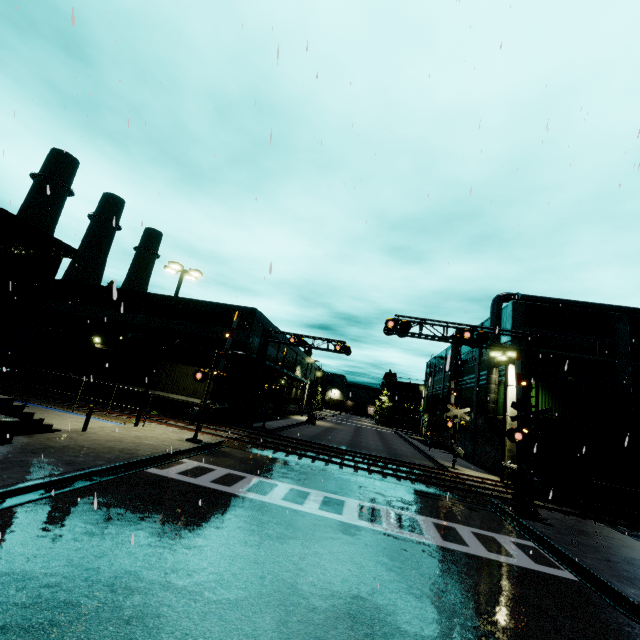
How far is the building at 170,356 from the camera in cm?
3098

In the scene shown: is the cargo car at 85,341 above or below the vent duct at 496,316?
below

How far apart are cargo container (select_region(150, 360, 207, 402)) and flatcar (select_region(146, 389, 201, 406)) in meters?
0.0

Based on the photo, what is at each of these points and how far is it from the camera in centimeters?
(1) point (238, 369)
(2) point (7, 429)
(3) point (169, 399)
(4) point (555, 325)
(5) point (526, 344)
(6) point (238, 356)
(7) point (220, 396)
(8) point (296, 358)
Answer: (1) building, 3019cm
(2) concrete block, 1102cm
(3) flatcar, 2548cm
(4) building, 2761cm
(5) railroad crossing overhang, 1738cm
(6) pipe, 2930cm
(7) cargo container door, 2639cm
(8) building, 5222cm

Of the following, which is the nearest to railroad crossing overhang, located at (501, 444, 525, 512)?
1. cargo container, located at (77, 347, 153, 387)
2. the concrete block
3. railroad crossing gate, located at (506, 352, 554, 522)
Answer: railroad crossing gate, located at (506, 352, 554, 522)

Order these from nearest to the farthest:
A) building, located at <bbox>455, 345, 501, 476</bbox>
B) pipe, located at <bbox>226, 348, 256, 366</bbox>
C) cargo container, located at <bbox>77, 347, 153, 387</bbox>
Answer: cargo container, located at <bbox>77, 347, 153, 387</bbox>, building, located at <bbox>455, 345, 501, 476</bbox>, pipe, located at <bbox>226, 348, 256, 366</bbox>

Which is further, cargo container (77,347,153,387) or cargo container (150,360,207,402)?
cargo container (77,347,153,387)

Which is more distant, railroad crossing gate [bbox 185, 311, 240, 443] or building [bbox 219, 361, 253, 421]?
building [bbox 219, 361, 253, 421]
